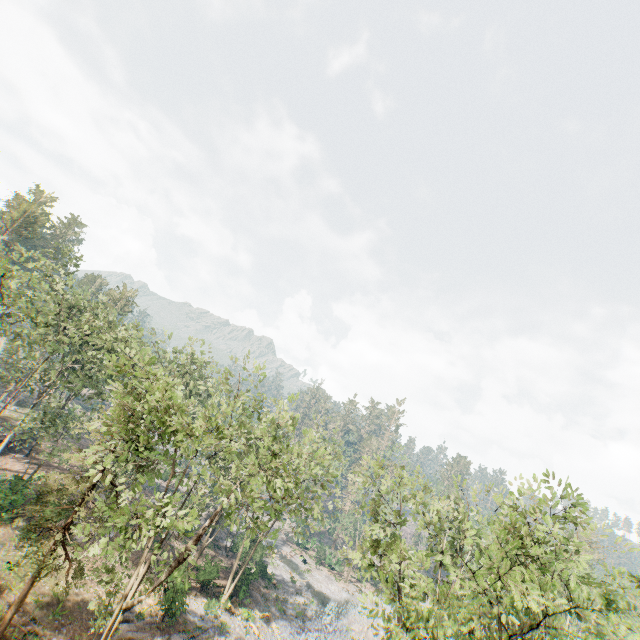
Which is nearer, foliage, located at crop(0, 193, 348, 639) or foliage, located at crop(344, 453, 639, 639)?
foliage, located at crop(344, 453, 639, 639)

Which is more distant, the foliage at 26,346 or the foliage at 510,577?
the foliage at 26,346

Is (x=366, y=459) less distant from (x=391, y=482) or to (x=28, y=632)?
(x=391, y=482)
